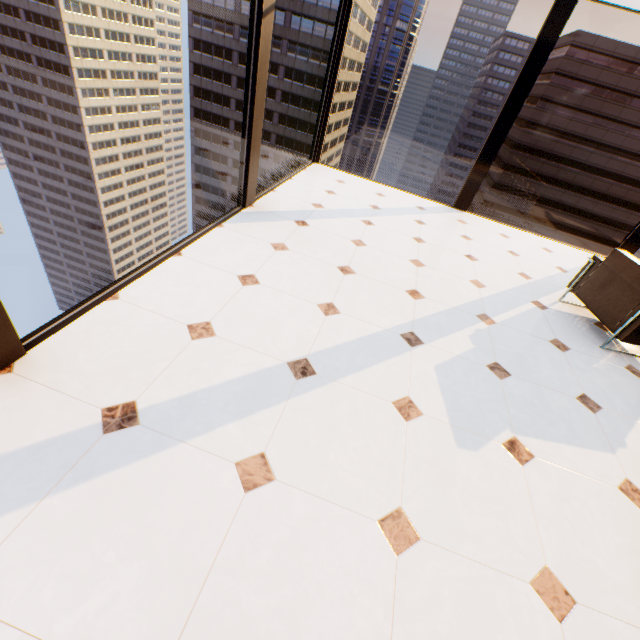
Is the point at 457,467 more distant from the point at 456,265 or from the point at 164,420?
the point at 456,265

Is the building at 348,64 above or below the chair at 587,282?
above

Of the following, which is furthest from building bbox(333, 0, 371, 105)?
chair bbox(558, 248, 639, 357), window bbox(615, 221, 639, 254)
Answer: chair bbox(558, 248, 639, 357)

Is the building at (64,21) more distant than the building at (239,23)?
Yes

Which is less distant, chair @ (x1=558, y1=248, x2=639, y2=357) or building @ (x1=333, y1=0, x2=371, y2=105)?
chair @ (x1=558, y1=248, x2=639, y2=357)

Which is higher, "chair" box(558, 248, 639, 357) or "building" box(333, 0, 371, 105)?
"building" box(333, 0, 371, 105)

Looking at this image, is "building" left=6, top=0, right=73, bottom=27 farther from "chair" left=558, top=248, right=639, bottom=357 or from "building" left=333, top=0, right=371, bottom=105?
"chair" left=558, top=248, right=639, bottom=357

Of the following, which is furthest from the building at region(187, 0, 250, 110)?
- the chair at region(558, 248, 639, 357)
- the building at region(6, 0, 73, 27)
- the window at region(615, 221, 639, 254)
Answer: the chair at region(558, 248, 639, 357)
